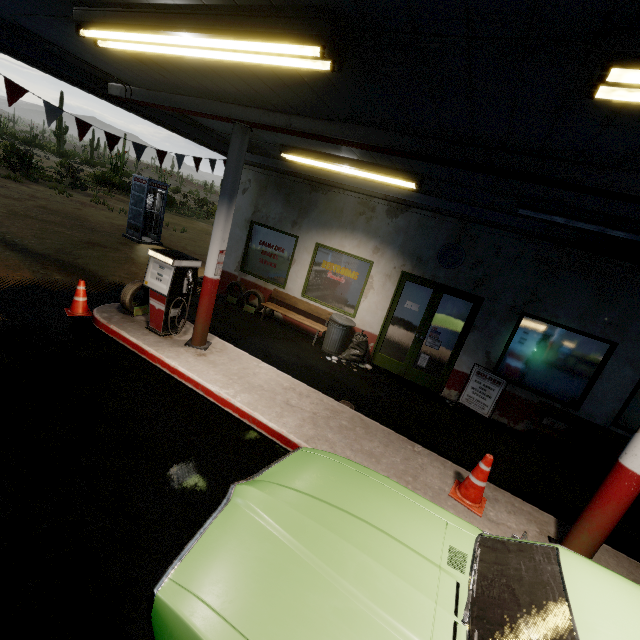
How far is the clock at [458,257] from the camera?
7.22m

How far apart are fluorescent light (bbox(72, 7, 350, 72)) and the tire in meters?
3.8 m

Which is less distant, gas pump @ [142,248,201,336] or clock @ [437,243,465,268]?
gas pump @ [142,248,201,336]

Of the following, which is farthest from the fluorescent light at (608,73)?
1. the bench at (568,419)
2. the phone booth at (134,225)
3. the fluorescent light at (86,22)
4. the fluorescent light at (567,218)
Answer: the phone booth at (134,225)

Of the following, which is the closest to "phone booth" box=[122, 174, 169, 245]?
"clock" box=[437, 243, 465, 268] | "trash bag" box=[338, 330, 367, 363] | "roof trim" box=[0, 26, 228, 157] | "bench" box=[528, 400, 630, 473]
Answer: "roof trim" box=[0, 26, 228, 157]

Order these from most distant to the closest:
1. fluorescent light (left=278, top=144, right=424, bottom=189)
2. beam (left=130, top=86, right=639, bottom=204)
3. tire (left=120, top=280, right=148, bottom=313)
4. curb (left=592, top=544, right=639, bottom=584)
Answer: tire (left=120, top=280, right=148, bottom=313) < fluorescent light (left=278, top=144, right=424, bottom=189) < curb (left=592, top=544, right=639, bottom=584) < beam (left=130, top=86, right=639, bottom=204)

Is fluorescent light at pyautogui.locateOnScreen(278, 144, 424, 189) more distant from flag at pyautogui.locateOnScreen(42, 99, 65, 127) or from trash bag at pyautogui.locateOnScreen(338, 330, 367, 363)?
trash bag at pyautogui.locateOnScreen(338, 330, 367, 363)

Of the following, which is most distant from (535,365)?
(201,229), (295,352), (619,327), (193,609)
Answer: (201,229)
